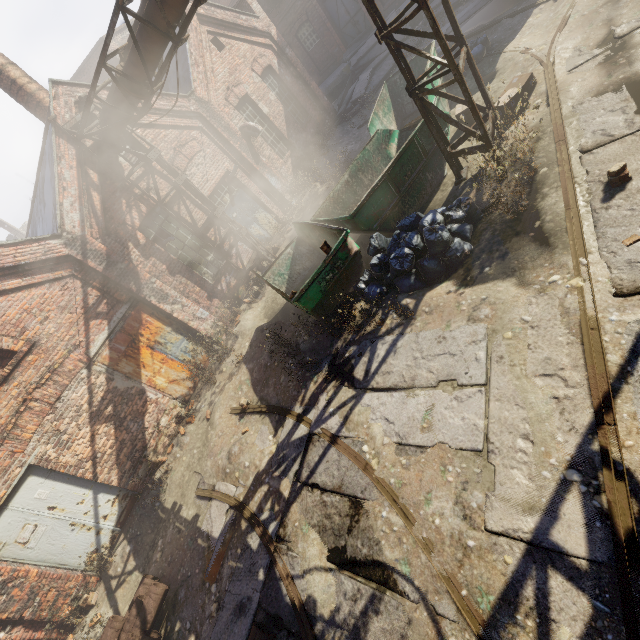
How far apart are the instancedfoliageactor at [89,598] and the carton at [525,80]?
13.6m

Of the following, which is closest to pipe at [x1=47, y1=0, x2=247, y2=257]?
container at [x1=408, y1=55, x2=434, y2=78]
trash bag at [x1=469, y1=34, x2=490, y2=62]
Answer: container at [x1=408, y1=55, x2=434, y2=78]

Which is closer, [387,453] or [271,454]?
[387,453]

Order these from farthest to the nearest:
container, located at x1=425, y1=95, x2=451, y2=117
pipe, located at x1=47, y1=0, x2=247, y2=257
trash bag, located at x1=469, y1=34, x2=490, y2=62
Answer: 1. trash bag, located at x1=469, y1=34, x2=490, y2=62
2. container, located at x1=425, y1=95, x2=451, y2=117
3. pipe, located at x1=47, y1=0, x2=247, y2=257

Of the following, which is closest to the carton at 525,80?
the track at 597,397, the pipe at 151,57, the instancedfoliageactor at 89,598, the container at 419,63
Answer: the track at 597,397

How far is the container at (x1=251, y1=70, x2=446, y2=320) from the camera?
6.37m

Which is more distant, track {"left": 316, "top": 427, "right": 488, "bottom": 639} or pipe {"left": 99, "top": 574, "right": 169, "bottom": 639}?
pipe {"left": 99, "top": 574, "right": 169, "bottom": 639}
